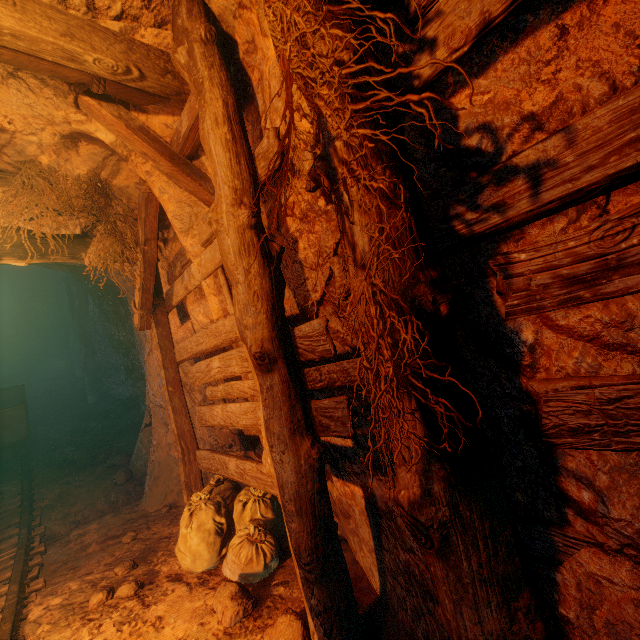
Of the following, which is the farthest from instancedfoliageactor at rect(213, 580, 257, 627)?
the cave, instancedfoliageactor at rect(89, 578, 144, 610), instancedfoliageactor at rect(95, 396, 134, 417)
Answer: instancedfoliageactor at rect(95, 396, 134, 417)

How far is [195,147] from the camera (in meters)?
2.83

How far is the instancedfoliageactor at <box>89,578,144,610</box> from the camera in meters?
2.9

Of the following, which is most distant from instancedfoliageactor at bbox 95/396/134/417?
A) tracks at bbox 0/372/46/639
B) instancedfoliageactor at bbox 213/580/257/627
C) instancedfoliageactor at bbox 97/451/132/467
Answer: instancedfoliageactor at bbox 213/580/257/627

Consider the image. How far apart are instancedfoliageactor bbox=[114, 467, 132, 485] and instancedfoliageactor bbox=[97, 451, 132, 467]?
0.33m

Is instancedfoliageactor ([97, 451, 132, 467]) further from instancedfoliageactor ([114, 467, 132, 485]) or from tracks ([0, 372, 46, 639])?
tracks ([0, 372, 46, 639])

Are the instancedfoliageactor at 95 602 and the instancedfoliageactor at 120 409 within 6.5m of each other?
no

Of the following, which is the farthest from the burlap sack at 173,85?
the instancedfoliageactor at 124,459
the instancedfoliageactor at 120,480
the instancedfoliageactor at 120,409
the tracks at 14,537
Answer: the instancedfoliageactor at 120,409
